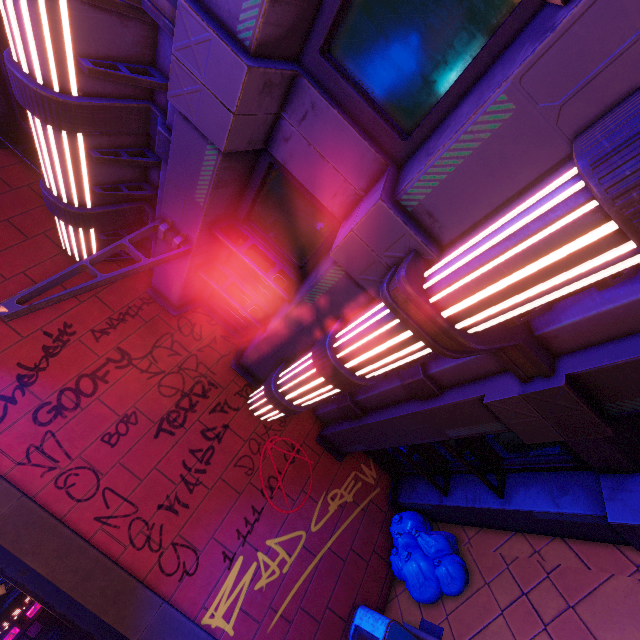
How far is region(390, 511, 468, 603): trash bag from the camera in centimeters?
544cm

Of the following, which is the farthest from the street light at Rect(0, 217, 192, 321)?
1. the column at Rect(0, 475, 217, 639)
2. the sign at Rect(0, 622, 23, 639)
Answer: the sign at Rect(0, 622, 23, 639)

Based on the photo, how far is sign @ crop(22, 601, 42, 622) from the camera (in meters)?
36.75

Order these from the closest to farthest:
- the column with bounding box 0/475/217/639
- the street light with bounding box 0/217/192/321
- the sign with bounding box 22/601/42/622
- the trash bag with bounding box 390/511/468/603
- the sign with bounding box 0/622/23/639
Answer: the street light with bounding box 0/217/192/321 < the column with bounding box 0/475/217/639 < the trash bag with bounding box 390/511/468/603 < the sign with bounding box 0/622/23/639 < the sign with bounding box 22/601/42/622

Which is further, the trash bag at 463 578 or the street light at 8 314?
the trash bag at 463 578

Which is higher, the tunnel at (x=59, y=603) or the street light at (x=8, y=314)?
the street light at (x=8, y=314)

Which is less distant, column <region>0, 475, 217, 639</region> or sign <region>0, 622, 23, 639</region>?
column <region>0, 475, 217, 639</region>

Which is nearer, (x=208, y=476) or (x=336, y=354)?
(x=336, y=354)
